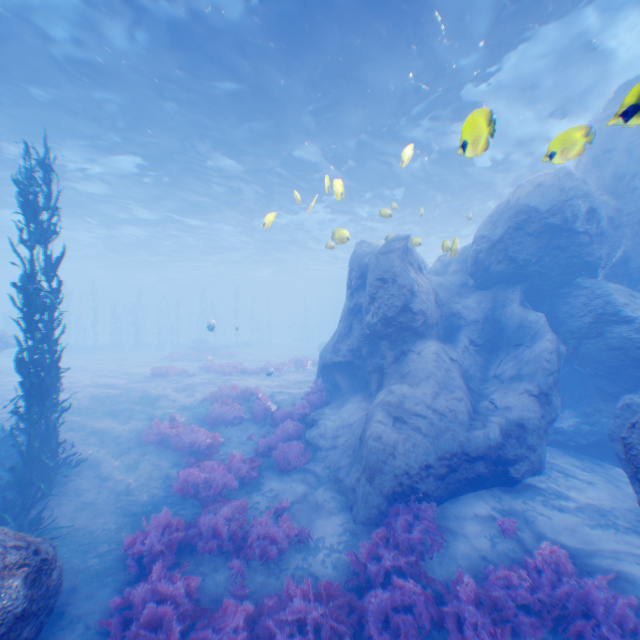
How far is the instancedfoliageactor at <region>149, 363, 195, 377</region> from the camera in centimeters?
1902cm

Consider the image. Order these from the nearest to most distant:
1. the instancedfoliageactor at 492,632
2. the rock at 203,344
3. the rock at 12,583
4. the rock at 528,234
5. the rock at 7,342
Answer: the rock at 12,583
the instancedfoliageactor at 492,632
the rock at 528,234
the rock at 7,342
the rock at 203,344

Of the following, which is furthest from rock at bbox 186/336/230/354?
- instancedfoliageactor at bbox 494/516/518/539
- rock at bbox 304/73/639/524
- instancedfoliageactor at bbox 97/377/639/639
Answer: instancedfoliageactor at bbox 494/516/518/539

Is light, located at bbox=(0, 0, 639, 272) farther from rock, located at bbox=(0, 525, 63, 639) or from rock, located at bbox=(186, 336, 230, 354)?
rock, located at bbox=(186, 336, 230, 354)

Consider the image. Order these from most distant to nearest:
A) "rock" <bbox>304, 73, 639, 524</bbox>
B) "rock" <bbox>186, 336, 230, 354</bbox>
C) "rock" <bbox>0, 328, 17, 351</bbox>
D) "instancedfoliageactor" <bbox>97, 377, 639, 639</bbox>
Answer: "rock" <bbox>186, 336, 230, 354</bbox>
"rock" <bbox>0, 328, 17, 351</bbox>
"rock" <bbox>304, 73, 639, 524</bbox>
"instancedfoliageactor" <bbox>97, 377, 639, 639</bbox>

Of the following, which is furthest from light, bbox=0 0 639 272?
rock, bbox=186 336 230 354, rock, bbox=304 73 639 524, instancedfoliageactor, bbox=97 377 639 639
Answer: rock, bbox=186 336 230 354

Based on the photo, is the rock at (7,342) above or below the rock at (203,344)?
above

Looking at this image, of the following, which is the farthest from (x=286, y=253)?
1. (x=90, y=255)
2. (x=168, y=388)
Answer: (x=168, y=388)
